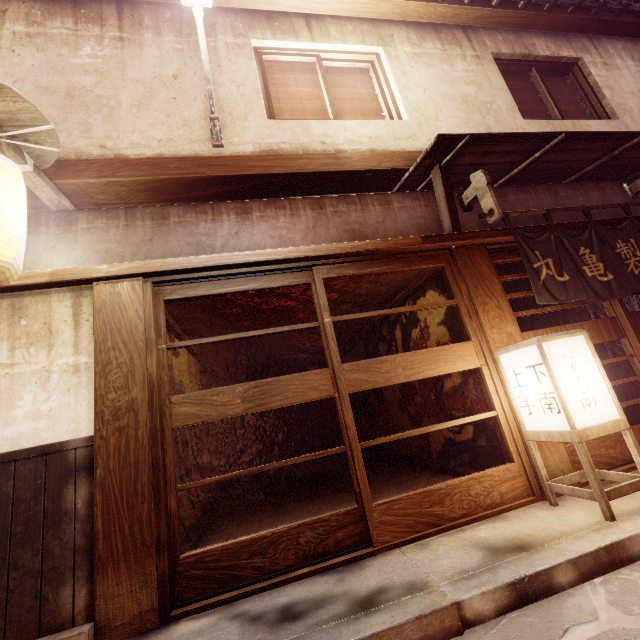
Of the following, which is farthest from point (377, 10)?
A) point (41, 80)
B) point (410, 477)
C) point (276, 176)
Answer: point (410, 477)

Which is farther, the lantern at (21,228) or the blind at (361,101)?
the blind at (361,101)

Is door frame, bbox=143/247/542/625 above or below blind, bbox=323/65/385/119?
below

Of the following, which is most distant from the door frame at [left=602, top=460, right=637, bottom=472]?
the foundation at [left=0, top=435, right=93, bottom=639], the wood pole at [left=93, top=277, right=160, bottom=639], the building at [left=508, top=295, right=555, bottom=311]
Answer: the foundation at [left=0, top=435, right=93, bottom=639]

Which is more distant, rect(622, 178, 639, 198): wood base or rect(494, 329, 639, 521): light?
rect(622, 178, 639, 198): wood base

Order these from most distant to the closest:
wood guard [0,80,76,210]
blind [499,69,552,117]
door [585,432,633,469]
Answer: blind [499,69,552,117]
door [585,432,633,469]
wood guard [0,80,76,210]

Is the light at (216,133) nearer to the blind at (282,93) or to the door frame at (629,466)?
the blind at (282,93)

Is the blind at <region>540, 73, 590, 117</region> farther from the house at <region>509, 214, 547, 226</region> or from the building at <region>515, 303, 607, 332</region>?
the building at <region>515, 303, 607, 332</region>
